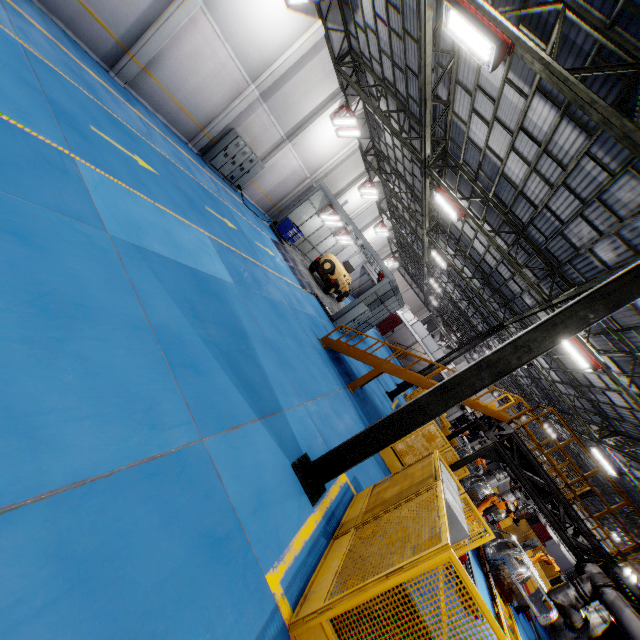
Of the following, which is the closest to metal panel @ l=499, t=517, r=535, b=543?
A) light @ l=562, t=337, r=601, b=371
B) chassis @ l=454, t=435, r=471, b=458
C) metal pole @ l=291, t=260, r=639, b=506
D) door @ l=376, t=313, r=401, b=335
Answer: metal pole @ l=291, t=260, r=639, b=506

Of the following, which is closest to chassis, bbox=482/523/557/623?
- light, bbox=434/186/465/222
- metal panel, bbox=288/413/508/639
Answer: metal panel, bbox=288/413/508/639

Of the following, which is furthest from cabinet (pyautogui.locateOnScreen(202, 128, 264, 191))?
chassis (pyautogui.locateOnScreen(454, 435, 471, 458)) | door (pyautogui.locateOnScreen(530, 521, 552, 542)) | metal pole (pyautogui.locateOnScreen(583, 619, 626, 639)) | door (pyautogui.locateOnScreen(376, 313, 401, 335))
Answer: door (pyautogui.locateOnScreen(530, 521, 552, 542))

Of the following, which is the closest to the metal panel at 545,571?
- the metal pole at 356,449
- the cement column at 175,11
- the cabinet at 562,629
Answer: the cabinet at 562,629

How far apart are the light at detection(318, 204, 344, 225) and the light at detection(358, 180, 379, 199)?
4.7m

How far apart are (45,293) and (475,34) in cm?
869

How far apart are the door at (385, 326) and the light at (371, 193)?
27.0m

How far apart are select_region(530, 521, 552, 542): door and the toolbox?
47.1m
